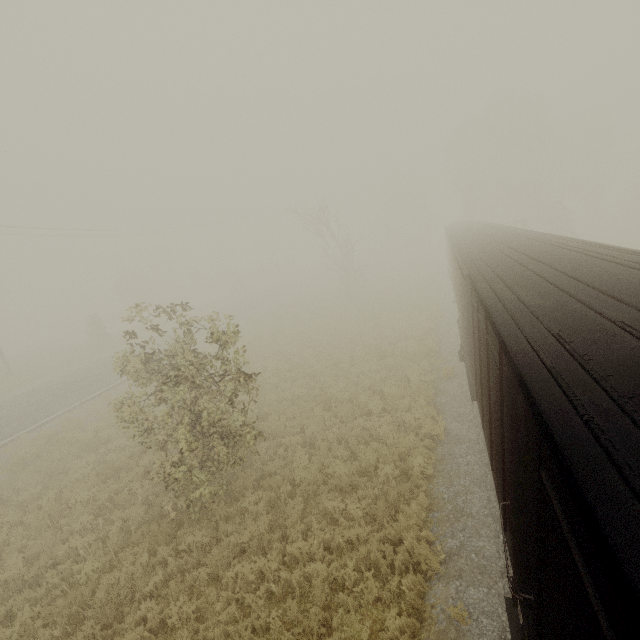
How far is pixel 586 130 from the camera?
43.2m
